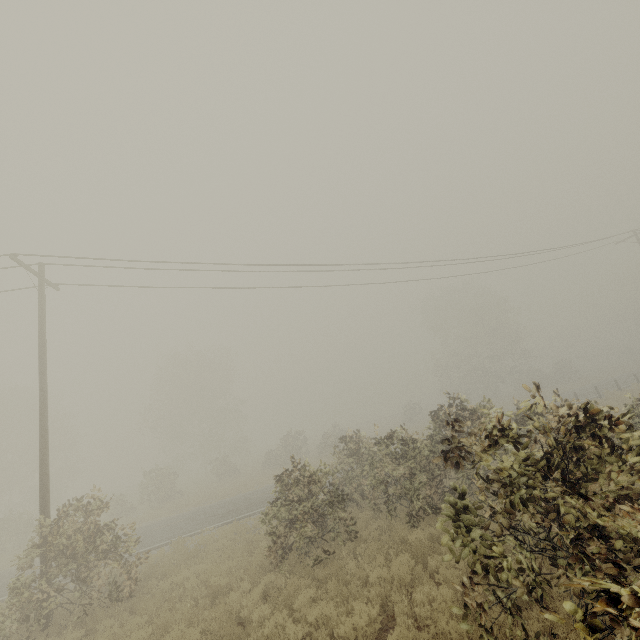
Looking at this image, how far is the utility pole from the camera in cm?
1040

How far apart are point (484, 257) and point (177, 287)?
16.55m

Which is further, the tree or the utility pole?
the utility pole

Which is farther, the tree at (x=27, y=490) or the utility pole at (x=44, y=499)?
the utility pole at (x=44, y=499)

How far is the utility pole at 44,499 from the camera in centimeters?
1040cm
